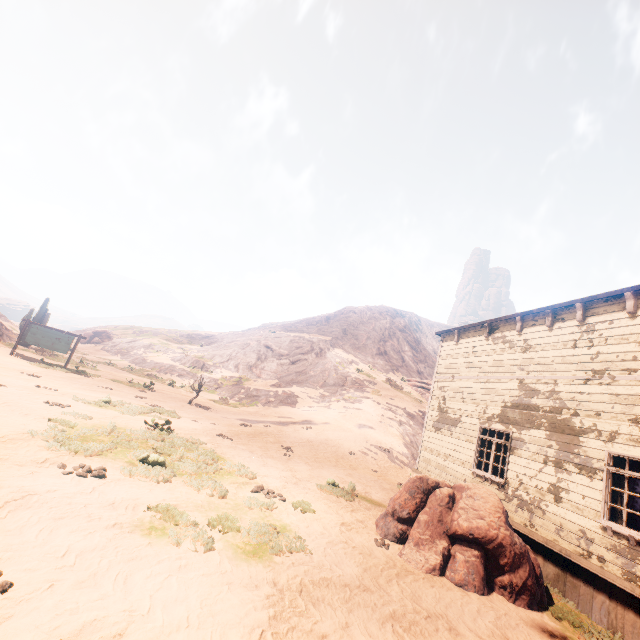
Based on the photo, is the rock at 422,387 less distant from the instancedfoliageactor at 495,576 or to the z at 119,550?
the z at 119,550

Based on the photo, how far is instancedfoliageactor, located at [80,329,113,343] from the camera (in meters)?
45.81

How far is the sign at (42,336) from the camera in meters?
18.8

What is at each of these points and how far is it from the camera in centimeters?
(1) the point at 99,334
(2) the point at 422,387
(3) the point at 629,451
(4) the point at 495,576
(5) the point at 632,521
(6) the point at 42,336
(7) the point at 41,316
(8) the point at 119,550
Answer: (1) instancedfoliageactor, 4741cm
(2) rock, 3969cm
(3) building, 673cm
(4) instancedfoliageactor, 659cm
(5) table, 1033cm
(6) sign, 1898cm
(7) instancedfoliageactor, 2552cm
(8) z, 436cm

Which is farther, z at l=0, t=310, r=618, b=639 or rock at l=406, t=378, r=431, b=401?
rock at l=406, t=378, r=431, b=401

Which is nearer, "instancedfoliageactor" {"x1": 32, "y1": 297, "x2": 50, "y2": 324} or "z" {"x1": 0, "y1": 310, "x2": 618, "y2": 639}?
"z" {"x1": 0, "y1": 310, "x2": 618, "y2": 639}

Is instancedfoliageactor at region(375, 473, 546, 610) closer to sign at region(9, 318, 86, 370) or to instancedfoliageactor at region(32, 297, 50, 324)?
sign at region(9, 318, 86, 370)

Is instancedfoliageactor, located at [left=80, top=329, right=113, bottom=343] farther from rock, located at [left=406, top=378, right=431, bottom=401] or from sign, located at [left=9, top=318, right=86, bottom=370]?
rock, located at [left=406, top=378, right=431, bottom=401]
